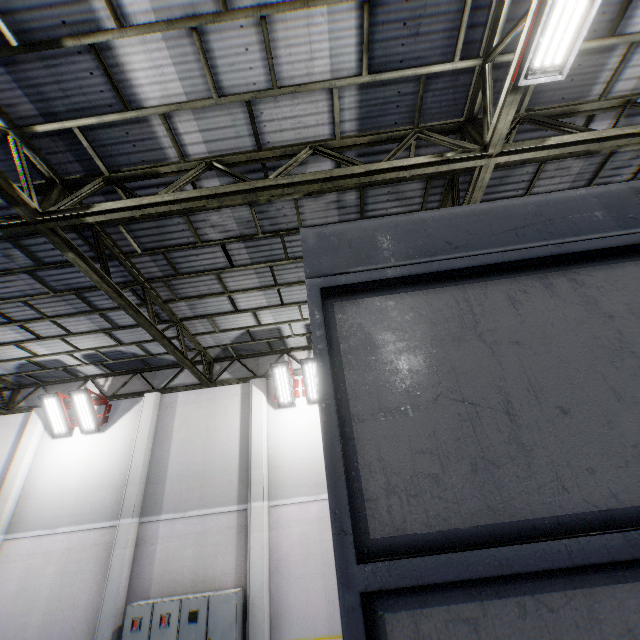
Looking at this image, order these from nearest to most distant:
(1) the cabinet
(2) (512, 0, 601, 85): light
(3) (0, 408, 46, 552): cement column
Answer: (2) (512, 0, 601, 85): light, (1) the cabinet, (3) (0, 408, 46, 552): cement column

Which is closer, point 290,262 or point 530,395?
point 530,395

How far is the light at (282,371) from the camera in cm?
1063

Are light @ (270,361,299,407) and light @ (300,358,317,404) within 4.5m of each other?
yes

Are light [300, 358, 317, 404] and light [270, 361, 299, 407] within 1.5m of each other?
yes

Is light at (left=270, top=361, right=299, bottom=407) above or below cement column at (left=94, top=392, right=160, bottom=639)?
above

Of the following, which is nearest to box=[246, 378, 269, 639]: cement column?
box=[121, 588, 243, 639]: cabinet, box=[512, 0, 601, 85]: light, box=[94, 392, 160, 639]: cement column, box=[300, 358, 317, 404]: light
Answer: box=[121, 588, 243, 639]: cabinet

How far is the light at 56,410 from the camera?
10.8 meters
